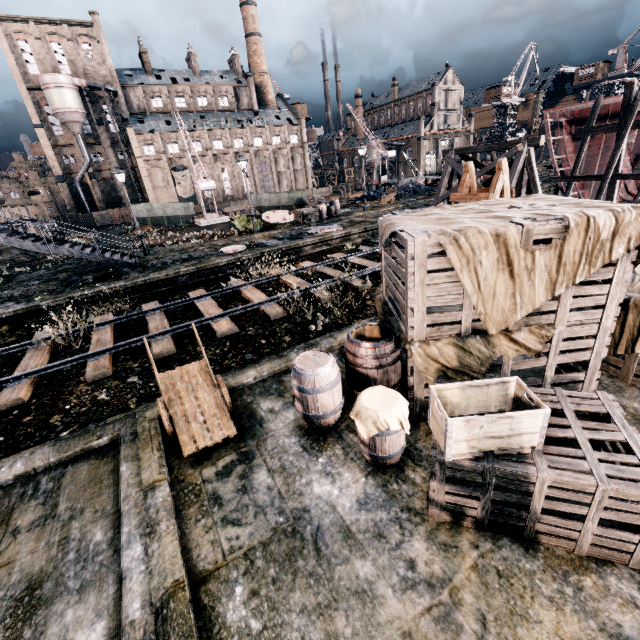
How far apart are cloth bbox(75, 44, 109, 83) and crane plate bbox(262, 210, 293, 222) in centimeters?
5471cm

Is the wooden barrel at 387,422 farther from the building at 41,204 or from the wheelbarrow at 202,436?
the building at 41,204

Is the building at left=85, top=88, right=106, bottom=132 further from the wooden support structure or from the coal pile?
the coal pile

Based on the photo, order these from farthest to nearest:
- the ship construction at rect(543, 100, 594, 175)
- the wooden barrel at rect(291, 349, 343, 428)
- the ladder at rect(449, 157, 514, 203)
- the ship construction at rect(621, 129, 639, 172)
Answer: the ship construction at rect(543, 100, 594, 175) → the ship construction at rect(621, 129, 639, 172) → the ladder at rect(449, 157, 514, 203) → the wooden barrel at rect(291, 349, 343, 428)

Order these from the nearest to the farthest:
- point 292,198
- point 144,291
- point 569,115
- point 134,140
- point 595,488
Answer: point 595,488 < point 144,291 < point 569,115 < point 292,198 < point 134,140

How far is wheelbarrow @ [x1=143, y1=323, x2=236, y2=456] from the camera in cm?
607

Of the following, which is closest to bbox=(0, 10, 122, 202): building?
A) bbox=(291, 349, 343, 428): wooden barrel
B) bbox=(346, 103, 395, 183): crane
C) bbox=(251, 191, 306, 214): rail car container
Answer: bbox=(291, 349, 343, 428): wooden barrel

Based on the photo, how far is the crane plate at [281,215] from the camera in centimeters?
2947cm
